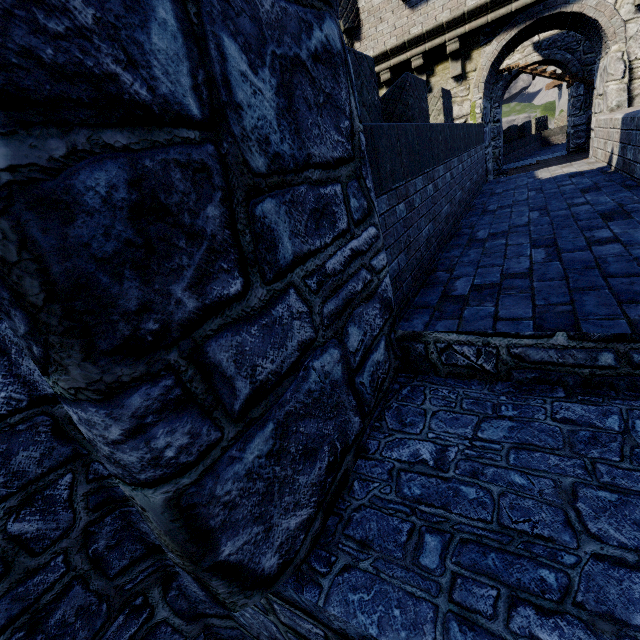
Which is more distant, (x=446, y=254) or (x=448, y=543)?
(x=446, y=254)

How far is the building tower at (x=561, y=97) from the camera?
39.66m

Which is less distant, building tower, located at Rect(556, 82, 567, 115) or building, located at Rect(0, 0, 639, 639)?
building, located at Rect(0, 0, 639, 639)

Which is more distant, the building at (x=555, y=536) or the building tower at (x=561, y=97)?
the building tower at (x=561, y=97)

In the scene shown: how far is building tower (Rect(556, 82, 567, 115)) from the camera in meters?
39.7

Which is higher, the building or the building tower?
the building tower
